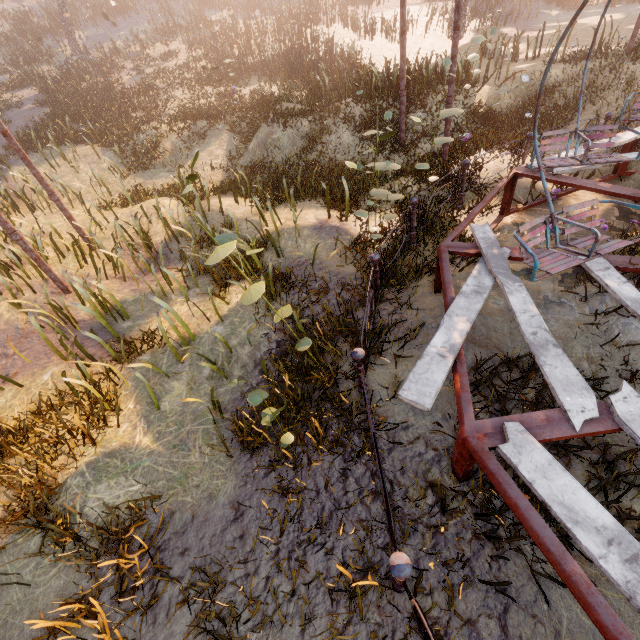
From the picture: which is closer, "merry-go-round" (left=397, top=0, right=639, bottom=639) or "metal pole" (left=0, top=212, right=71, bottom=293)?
"merry-go-round" (left=397, top=0, right=639, bottom=639)

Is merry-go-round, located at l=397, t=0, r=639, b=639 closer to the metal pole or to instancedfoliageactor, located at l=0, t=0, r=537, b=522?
the metal pole

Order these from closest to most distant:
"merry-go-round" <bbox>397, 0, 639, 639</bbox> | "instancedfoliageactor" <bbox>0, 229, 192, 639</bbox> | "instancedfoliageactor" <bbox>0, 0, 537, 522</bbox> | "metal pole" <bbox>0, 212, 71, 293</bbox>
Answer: "merry-go-round" <bbox>397, 0, 639, 639</bbox>, "instancedfoliageactor" <bbox>0, 229, 192, 639</bbox>, "instancedfoliageactor" <bbox>0, 0, 537, 522</bbox>, "metal pole" <bbox>0, 212, 71, 293</bbox>

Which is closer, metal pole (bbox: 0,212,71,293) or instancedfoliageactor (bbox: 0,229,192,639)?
Answer: instancedfoliageactor (bbox: 0,229,192,639)

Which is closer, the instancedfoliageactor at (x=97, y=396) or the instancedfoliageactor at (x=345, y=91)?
the instancedfoliageactor at (x=97, y=396)

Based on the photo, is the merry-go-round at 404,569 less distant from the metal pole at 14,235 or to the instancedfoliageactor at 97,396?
the metal pole at 14,235

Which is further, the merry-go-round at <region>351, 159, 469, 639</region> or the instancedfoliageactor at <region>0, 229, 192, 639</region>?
the instancedfoliageactor at <region>0, 229, 192, 639</region>

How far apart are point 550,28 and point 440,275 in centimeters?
2234cm
